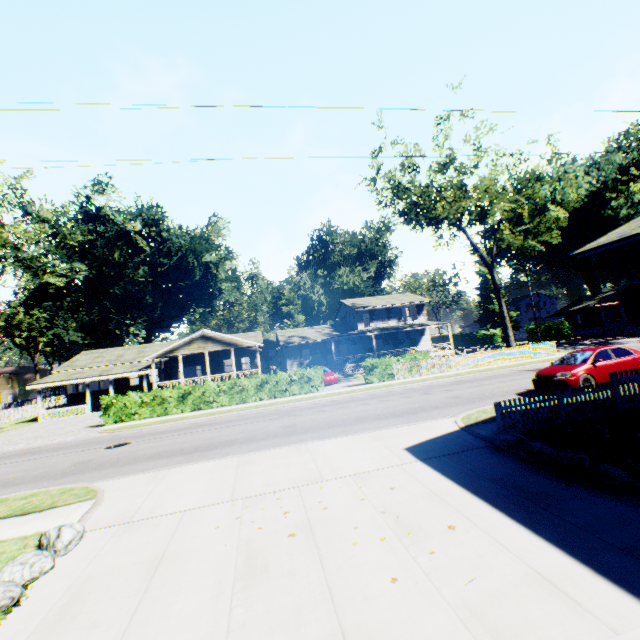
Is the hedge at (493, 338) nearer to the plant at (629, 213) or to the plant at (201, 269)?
the plant at (201, 269)

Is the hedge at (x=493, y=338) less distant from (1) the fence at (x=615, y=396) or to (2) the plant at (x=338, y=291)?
(2) the plant at (x=338, y=291)

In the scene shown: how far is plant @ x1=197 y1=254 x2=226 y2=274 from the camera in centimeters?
5813cm

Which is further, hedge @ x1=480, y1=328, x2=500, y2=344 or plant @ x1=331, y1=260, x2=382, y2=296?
hedge @ x1=480, y1=328, x2=500, y2=344

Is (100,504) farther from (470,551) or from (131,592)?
(470,551)

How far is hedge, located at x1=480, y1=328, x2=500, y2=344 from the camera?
57.12m

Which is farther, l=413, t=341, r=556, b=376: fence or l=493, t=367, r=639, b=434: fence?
l=413, t=341, r=556, b=376: fence

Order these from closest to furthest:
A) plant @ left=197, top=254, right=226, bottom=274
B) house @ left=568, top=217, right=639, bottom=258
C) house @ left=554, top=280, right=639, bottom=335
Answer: house @ left=568, top=217, right=639, bottom=258
house @ left=554, top=280, right=639, bottom=335
plant @ left=197, top=254, right=226, bottom=274
